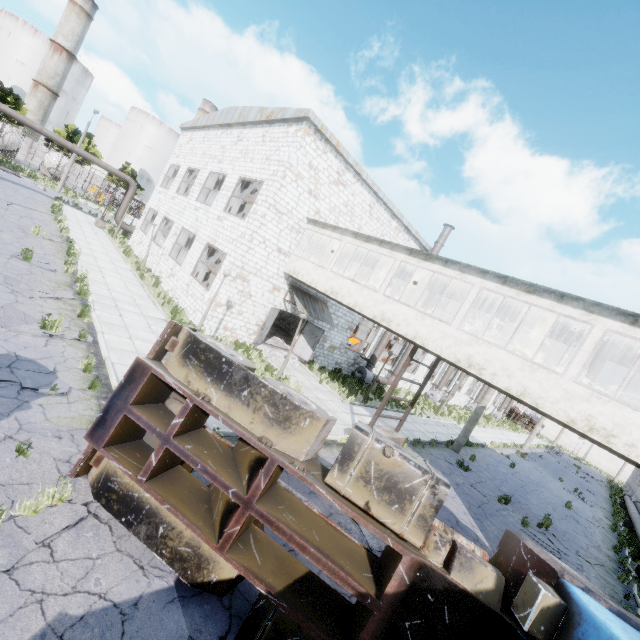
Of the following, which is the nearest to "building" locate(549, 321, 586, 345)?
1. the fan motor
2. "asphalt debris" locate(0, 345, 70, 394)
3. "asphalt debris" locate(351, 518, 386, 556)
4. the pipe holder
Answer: the pipe holder

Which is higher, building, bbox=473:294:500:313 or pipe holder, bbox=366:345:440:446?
building, bbox=473:294:500:313

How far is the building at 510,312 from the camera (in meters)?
12.28

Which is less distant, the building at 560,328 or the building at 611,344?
the building at 611,344

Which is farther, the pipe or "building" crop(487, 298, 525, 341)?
the pipe

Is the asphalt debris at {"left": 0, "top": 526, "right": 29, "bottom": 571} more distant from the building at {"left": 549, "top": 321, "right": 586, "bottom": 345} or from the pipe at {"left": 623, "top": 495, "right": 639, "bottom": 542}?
the pipe at {"left": 623, "top": 495, "right": 639, "bottom": 542}

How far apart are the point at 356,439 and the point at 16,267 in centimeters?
1398cm

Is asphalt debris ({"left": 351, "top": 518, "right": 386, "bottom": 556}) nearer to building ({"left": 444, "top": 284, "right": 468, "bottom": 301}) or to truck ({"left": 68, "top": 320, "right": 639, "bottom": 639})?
truck ({"left": 68, "top": 320, "right": 639, "bottom": 639})
